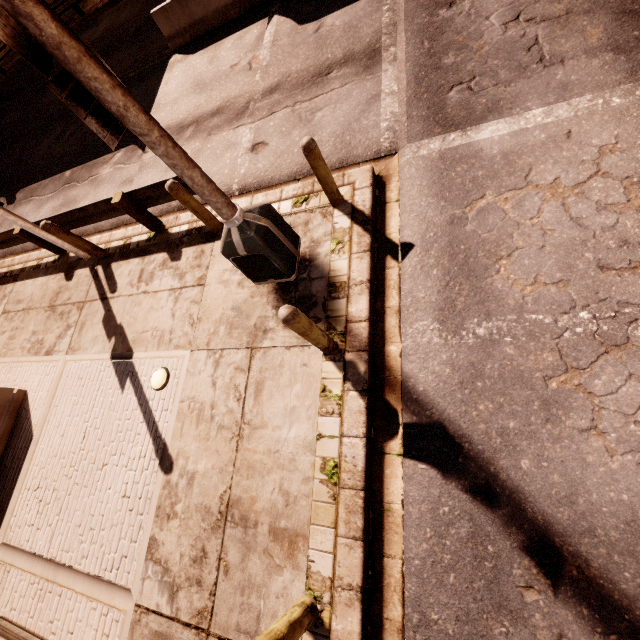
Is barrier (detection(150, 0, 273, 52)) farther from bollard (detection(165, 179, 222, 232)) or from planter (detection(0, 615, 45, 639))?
planter (detection(0, 615, 45, 639))

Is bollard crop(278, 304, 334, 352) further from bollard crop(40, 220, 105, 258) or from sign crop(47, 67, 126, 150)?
bollard crop(40, 220, 105, 258)

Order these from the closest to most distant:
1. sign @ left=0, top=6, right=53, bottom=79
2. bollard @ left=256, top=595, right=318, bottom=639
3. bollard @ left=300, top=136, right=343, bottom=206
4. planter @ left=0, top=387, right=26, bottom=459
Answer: sign @ left=0, top=6, right=53, bottom=79 → bollard @ left=256, top=595, right=318, bottom=639 → bollard @ left=300, top=136, right=343, bottom=206 → planter @ left=0, top=387, right=26, bottom=459

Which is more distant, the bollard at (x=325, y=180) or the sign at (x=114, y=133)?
the bollard at (x=325, y=180)

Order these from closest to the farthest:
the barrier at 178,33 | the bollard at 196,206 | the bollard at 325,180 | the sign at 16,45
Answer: the sign at 16,45, the bollard at 325,180, the bollard at 196,206, the barrier at 178,33

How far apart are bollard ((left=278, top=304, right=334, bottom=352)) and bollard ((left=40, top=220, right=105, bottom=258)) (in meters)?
6.24

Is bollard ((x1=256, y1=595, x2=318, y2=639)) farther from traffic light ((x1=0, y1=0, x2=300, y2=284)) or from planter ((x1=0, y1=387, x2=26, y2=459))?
planter ((x1=0, y1=387, x2=26, y2=459))

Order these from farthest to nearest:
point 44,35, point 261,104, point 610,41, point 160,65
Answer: point 160,65, point 261,104, point 610,41, point 44,35
